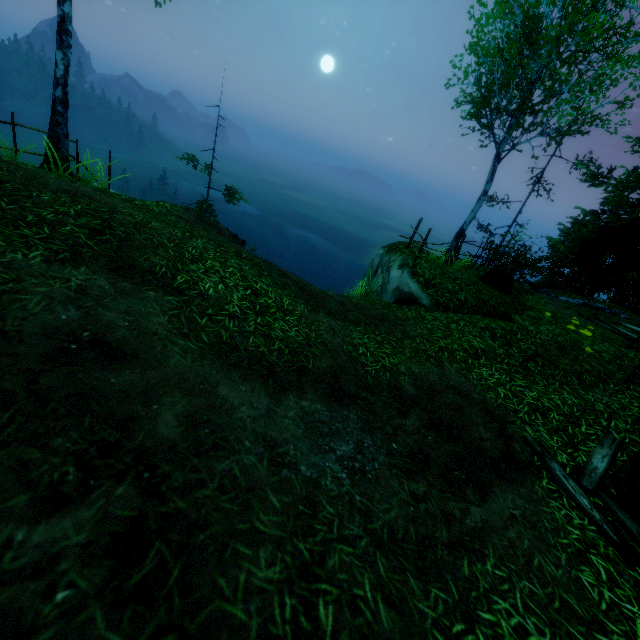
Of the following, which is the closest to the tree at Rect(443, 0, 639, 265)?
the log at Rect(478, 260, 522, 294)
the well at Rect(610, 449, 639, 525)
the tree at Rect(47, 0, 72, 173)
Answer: the tree at Rect(47, 0, 72, 173)

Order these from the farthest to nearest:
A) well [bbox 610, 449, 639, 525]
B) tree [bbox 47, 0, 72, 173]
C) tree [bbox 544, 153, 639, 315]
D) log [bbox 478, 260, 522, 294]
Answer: tree [bbox 544, 153, 639, 315], log [bbox 478, 260, 522, 294], tree [bbox 47, 0, 72, 173], well [bbox 610, 449, 639, 525]

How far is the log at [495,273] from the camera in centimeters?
1068cm

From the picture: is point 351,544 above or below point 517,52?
below

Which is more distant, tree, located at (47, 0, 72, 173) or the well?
tree, located at (47, 0, 72, 173)

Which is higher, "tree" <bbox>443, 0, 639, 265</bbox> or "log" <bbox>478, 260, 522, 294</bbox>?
"tree" <bbox>443, 0, 639, 265</bbox>

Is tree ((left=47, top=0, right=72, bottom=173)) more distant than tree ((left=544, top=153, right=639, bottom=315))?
No

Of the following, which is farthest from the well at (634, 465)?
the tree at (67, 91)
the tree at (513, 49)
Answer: the tree at (67, 91)
